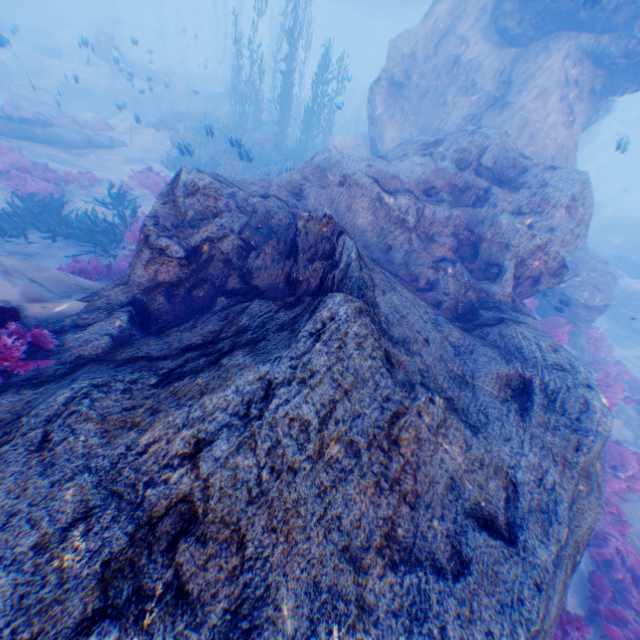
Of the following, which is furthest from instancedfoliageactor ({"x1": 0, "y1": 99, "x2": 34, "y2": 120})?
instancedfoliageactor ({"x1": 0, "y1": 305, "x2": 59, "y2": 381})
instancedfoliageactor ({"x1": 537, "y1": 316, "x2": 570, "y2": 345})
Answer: instancedfoliageactor ({"x1": 537, "y1": 316, "x2": 570, "y2": 345})

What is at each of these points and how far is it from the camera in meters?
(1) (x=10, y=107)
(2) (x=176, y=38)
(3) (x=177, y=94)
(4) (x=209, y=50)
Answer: (1) instancedfoliageactor, 15.1 m
(2) plane, 43.4 m
(3) rock, 25.3 m
(4) rock, 51.2 m

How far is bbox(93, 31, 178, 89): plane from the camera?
15.54m

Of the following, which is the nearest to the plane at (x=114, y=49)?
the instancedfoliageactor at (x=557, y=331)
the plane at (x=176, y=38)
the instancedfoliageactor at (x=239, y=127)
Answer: the instancedfoliageactor at (x=239, y=127)

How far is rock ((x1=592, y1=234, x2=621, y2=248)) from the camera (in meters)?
23.84

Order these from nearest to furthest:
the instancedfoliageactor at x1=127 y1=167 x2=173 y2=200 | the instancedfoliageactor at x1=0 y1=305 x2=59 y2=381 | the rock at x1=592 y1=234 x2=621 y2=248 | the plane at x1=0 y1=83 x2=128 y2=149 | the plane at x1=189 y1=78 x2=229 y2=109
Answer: Result: the instancedfoliageactor at x1=0 y1=305 x2=59 y2=381 < the instancedfoliageactor at x1=127 y1=167 x2=173 y2=200 < the plane at x1=0 y1=83 x2=128 y2=149 < the rock at x1=592 y1=234 x2=621 y2=248 < the plane at x1=189 y1=78 x2=229 y2=109

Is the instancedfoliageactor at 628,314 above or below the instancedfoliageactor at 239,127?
below

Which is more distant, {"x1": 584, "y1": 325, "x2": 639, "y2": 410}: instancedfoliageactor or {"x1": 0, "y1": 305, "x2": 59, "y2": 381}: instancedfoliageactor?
{"x1": 584, "y1": 325, "x2": 639, "y2": 410}: instancedfoliageactor
